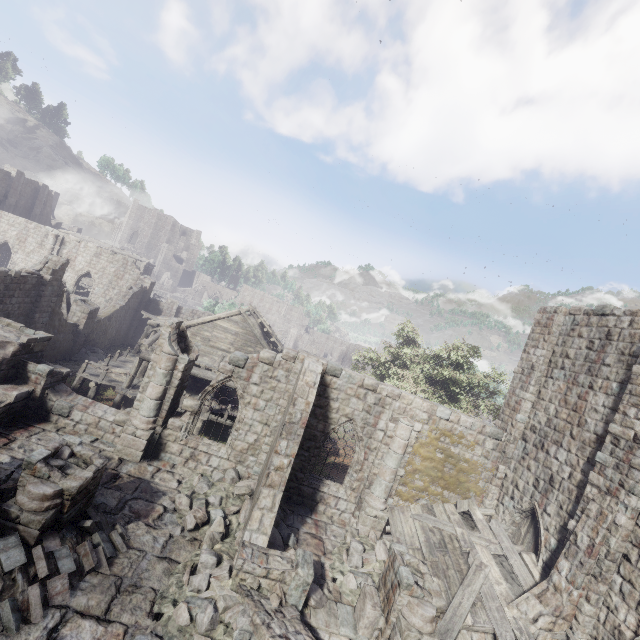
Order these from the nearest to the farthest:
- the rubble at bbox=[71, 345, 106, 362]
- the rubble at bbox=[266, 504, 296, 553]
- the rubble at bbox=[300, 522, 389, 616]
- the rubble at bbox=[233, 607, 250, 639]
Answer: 1. the rubble at bbox=[233, 607, 250, 639]
2. the rubble at bbox=[300, 522, 389, 616]
3. the rubble at bbox=[266, 504, 296, 553]
4. the rubble at bbox=[71, 345, 106, 362]

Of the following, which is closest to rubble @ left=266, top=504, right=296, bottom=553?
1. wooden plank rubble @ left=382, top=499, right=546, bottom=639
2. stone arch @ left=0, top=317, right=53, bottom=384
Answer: wooden plank rubble @ left=382, top=499, right=546, bottom=639

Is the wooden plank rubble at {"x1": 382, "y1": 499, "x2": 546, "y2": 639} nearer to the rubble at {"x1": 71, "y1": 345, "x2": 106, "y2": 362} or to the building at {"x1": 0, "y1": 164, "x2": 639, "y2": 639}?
the building at {"x1": 0, "y1": 164, "x2": 639, "y2": 639}

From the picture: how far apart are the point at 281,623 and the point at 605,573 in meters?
9.0 m

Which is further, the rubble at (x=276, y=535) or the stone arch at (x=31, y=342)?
the stone arch at (x=31, y=342)

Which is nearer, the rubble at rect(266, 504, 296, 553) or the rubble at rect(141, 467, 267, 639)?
the rubble at rect(141, 467, 267, 639)

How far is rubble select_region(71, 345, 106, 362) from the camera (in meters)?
25.94

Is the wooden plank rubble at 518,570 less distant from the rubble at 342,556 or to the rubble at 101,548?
the rubble at 342,556
